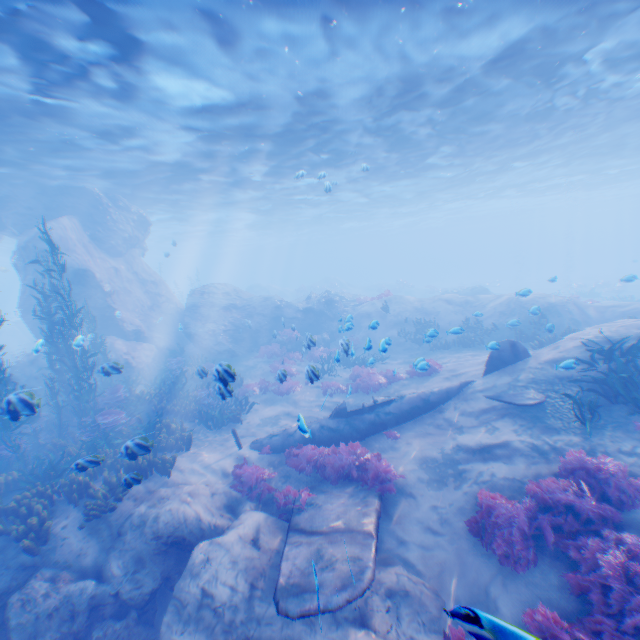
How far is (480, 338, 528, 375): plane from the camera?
11.59m

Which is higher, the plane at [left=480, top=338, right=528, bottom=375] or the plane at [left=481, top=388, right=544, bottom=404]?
the plane at [left=480, top=338, right=528, bottom=375]

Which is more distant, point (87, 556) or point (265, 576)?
point (87, 556)

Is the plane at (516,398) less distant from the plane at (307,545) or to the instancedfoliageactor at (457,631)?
the plane at (307,545)

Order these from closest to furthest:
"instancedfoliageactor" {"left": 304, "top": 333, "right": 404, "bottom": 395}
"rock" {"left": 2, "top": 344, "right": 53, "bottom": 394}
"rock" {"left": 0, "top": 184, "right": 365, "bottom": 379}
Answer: "instancedfoliageactor" {"left": 304, "top": 333, "right": 404, "bottom": 395} → "rock" {"left": 2, "top": 344, "right": 53, "bottom": 394} → "rock" {"left": 0, "top": 184, "right": 365, "bottom": 379}

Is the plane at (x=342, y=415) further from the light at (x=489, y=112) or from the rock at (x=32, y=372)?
the light at (x=489, y=112)

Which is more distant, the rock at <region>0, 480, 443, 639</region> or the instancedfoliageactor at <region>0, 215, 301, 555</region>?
the instancedfoliageactor at <region>0, 215, 301, 555</region>
